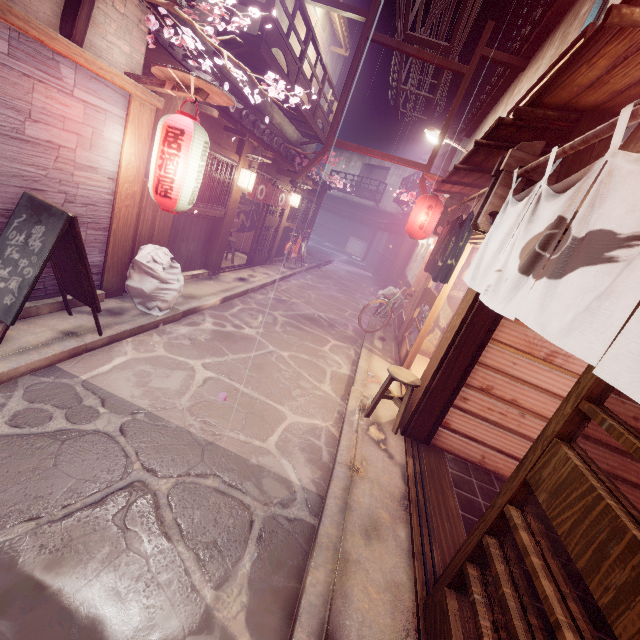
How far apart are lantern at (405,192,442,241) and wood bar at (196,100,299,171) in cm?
700

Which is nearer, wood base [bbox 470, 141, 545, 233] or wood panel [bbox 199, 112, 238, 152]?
wood base [bbox 470, 141, 545, 233]

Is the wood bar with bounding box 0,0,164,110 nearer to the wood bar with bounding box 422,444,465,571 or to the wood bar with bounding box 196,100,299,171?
the wood bar with bounding box 196,100,299,171

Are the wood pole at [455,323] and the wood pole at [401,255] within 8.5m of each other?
no

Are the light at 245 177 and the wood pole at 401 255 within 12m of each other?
no

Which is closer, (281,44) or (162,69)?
(162,69)

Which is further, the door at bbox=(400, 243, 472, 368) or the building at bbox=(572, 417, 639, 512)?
the door at bbox=(400, 243, 472, 368)

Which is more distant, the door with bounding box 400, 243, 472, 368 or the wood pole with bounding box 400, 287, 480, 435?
the door with bounding box 400, 243, 472, 368
